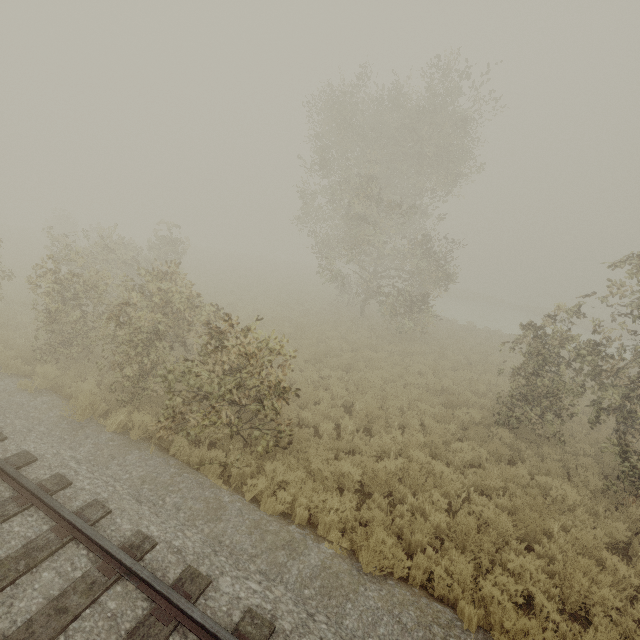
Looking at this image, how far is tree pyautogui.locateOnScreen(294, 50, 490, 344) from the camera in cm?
1573

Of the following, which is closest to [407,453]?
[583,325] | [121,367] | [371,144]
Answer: [121,367]

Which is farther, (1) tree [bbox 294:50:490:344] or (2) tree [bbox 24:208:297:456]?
(1) tree [bbox 294:50:490:344]

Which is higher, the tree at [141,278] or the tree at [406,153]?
the tree at [406,153]

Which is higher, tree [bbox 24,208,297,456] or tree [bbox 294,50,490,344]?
tree [bbox 294,50,490,344]

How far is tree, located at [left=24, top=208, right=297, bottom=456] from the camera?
7.0 meters

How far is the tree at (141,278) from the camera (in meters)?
6.98
